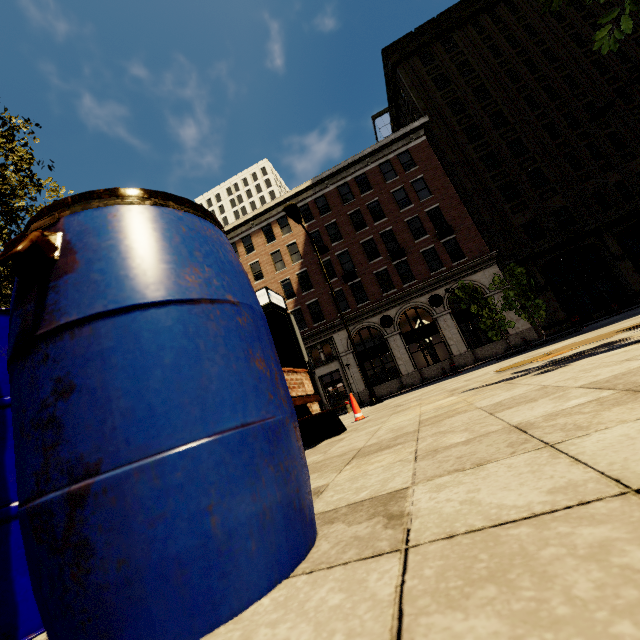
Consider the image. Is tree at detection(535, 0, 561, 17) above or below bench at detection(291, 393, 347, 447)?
above

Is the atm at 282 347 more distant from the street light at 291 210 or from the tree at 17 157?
the street light at 291 210

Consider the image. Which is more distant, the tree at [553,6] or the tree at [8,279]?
the tree at [8,279]

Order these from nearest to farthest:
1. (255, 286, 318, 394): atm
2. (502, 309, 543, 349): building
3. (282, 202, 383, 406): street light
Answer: (255, 286, 318, 394): atm < (282, 202, 383, 406): street light < (502, 309, 543, 349): building

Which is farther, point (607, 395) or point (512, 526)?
point (607, 395)

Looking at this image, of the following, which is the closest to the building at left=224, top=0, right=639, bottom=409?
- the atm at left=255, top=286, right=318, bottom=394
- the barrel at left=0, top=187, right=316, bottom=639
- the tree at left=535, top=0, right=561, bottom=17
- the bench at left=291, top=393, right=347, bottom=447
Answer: the tree at left=535, top=0, right=561, bottom=17

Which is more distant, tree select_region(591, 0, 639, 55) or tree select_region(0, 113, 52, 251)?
tree select_region(0, 113, 52, 251)
